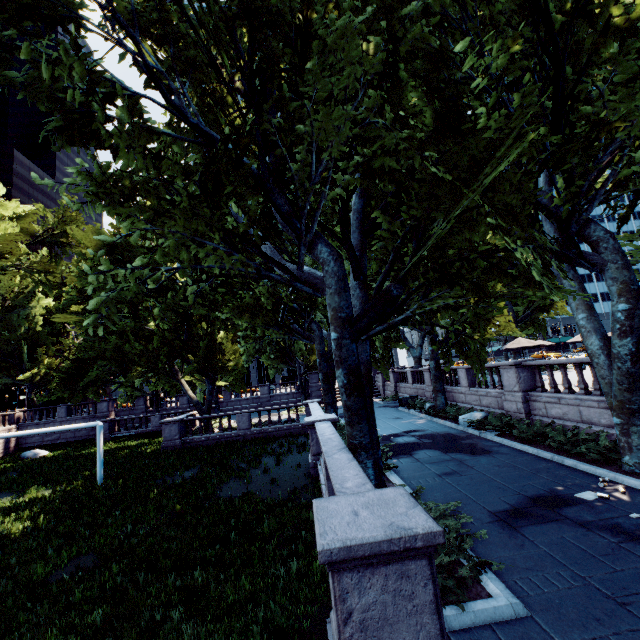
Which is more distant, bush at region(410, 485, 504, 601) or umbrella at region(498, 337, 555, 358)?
umbrella at region(498, 337, 555, 358)

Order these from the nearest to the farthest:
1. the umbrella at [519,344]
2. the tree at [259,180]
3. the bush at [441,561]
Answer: the bush at [441,561] → the tree at [259,180] → the umbrella at [519,344]

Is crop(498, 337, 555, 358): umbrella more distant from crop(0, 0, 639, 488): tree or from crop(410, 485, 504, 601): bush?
crop(410, 485, 504, 601): bush

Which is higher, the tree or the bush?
the tree

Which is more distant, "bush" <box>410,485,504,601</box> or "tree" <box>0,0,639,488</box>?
"tree" <box>0,0,639,488</box>

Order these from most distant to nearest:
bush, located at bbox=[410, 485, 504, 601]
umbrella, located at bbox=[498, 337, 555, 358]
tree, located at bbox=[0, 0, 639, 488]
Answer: umbrella, located at bbox=[498, 337, 555, 358], tree, located at bbox=[0, 0, 639, 488], bush, located at bbox=[410, 485, 504, 601]

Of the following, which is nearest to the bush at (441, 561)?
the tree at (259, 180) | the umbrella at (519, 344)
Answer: the tree at (259, 180)

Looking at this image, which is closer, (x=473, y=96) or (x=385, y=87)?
(x=385, y=87)
